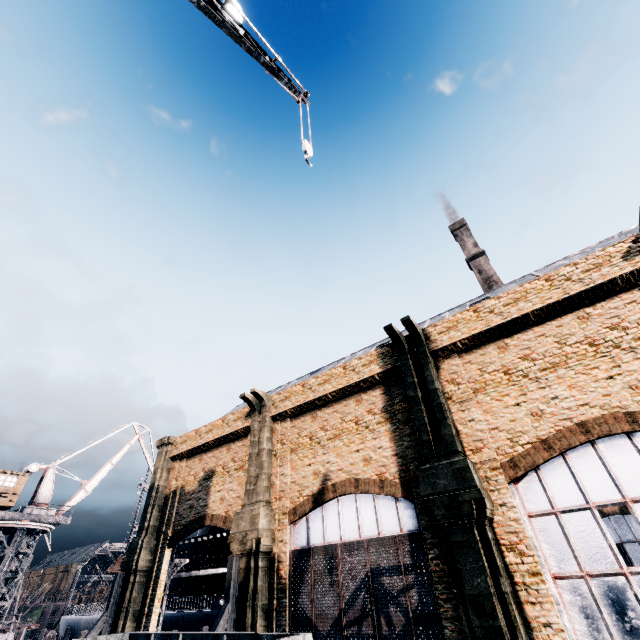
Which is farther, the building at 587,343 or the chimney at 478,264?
the chimney at 478,264

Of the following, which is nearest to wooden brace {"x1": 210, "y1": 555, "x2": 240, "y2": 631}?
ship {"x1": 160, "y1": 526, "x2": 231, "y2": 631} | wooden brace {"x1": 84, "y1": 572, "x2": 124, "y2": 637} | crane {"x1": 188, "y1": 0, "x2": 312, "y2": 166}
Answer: wooden brace {"x1": 84, "y1": 572, "x2": 124, "y2": 637}

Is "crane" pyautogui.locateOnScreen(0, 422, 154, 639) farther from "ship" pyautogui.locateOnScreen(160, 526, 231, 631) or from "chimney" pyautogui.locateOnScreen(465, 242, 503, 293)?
"chimney" pyautogui.locateOnScreen(465, 242, 503, 293)

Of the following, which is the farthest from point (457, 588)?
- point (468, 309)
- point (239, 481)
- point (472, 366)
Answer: point (239, 481)

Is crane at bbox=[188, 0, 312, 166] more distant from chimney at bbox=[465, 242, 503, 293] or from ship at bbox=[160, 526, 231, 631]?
chimney at bbox=[465, 242, 503, 293]

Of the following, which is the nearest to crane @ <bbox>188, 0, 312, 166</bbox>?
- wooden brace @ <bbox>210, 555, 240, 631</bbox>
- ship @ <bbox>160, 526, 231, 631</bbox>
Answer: wooden brace @ <bbox>210, 555, 240, 631</bbox>

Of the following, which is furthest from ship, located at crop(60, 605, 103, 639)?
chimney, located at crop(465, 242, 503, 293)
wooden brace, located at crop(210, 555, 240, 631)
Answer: chimney, located at crop(465, 242, 503, 293)

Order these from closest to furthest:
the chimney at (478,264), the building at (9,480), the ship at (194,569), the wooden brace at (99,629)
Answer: the wooden brace at (99,629) → the ship at (194,569) → the building at (9,480) → the chimney at (478,264)
